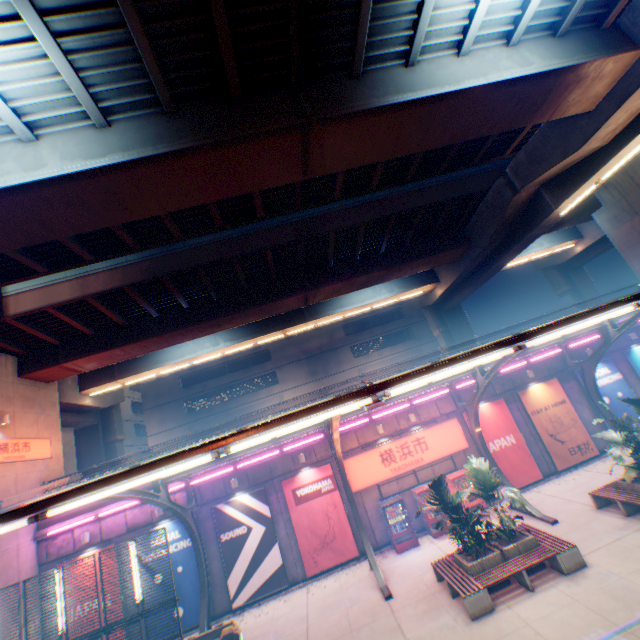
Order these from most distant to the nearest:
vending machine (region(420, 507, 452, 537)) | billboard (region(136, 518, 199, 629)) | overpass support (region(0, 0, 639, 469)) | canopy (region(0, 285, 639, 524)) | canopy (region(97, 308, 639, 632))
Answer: vending machine (region(420, 507, 452, 537)), billboard (region(136, 518, 199, 629)), canopy (region(97, 308, 639, 632)), overpass support (region(0, 0, 639, 469)), canopy (region(0, 285, 639, 524))

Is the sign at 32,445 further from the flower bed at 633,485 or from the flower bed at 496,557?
the flower bed at 633,485

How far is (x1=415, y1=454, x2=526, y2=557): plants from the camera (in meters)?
10.56

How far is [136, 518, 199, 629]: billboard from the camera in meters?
14.4

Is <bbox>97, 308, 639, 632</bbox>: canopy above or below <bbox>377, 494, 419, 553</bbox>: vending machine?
above

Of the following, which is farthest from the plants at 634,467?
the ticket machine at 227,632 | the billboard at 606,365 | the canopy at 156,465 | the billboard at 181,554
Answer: the billboard at 181,554

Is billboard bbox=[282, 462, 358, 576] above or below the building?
below

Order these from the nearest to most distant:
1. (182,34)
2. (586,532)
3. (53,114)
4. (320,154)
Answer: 1. (182,34)
2. (53,114)
3. (320,154)
4. (586,532)
